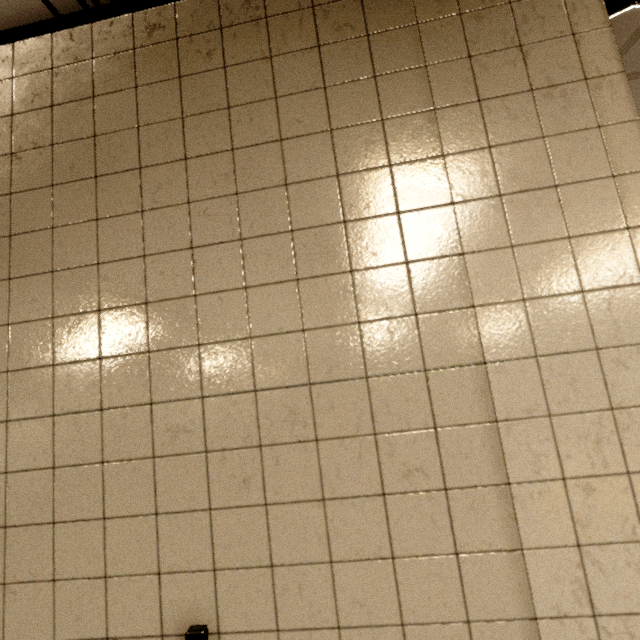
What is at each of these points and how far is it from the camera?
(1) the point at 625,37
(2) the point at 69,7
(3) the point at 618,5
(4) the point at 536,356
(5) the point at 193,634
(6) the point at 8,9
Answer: (1) storm drain, 1.5m
(2) storm drain, 1.1m
(3) loudspeaker, 1.1m
(4) building, 0.8m
(5) rolling shutter, 0.8m
(6) storm drain, 1.1m

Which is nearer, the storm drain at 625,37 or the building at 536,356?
the building at 536,356

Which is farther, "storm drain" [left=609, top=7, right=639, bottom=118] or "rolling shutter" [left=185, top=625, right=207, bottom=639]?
"storm drain" [left=609, top=7, right=639, bottom=118]

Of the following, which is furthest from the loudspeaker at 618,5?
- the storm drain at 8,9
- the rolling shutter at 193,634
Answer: the rolling shutter at 193,634

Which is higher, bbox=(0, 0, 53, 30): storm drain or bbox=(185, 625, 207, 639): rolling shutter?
bbox=(0, 0, 53, 30): storm drain

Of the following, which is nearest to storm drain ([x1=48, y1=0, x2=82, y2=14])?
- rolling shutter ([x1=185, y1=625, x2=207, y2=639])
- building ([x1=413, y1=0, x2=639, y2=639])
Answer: building ([x1=413, y1=0, x2=639, y2=639])

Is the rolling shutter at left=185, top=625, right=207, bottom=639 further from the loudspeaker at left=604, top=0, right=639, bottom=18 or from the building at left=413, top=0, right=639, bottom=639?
the loudspeaker at left=604, top=0, right=639, bottom=18

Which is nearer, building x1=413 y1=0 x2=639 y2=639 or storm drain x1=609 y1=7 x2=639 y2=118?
building x1=413 y1=0 x2=639 y2=639
